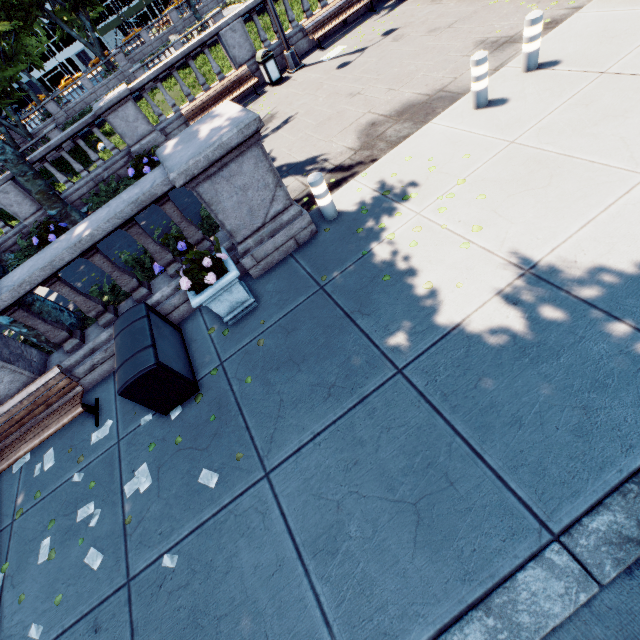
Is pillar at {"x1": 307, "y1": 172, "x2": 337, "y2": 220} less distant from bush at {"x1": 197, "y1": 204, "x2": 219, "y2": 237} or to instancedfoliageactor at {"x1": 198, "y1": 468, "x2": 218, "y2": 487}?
bush at {"x1": 197, "y1": 204, "x2": 219, "y2": 237}

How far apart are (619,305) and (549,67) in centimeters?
531cm

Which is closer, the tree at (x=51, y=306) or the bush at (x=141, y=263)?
the tree at (x=51, y=306)

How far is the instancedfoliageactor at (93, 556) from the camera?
3.8m

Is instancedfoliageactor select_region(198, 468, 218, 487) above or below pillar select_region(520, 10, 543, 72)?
below

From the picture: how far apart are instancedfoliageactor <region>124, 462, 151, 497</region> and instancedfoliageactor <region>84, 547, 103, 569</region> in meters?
0.7

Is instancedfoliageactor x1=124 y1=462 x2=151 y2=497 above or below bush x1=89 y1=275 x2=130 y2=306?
below

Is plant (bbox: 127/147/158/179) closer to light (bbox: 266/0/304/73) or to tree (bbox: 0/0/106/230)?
tree (bbox: 0/0/106/230)
